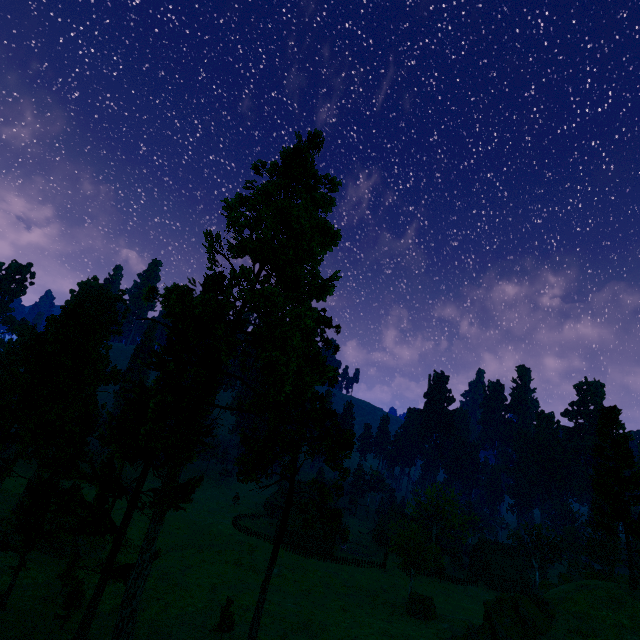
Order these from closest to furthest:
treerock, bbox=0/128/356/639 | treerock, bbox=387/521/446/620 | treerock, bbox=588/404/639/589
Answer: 1. treerock, bbox=0/128/356/639
2. treerock, bbox=588/404/639/589
3. treerock, bbox=387/521/446/620

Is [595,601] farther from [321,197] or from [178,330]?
[178,330]

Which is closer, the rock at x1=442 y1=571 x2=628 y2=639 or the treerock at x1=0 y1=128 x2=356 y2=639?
the treerock at x1=0 y1=128 x2=356 y2=639

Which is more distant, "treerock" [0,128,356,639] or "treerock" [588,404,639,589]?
"treerock" [588,404,639,589]

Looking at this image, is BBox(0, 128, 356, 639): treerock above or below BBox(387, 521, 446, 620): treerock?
above

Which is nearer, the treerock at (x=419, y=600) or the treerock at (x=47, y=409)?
the treerock at (x=47, y=409)

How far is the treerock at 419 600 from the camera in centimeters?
4044cm
